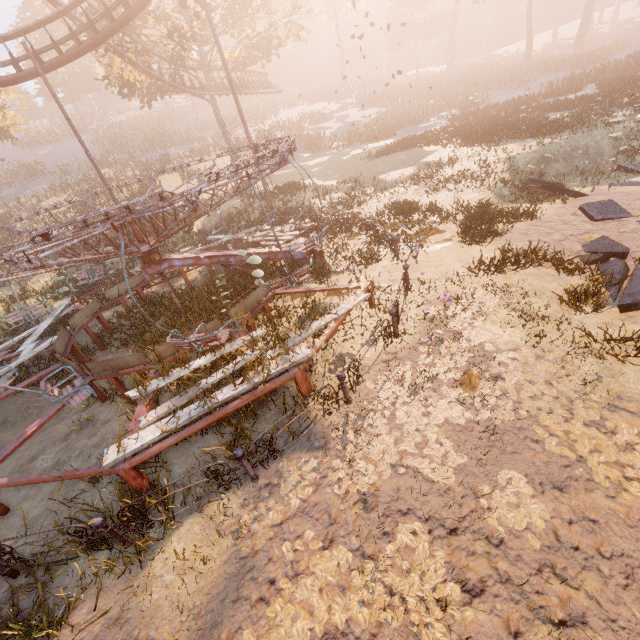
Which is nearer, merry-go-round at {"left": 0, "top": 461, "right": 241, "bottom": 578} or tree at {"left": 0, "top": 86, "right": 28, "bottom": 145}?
merry-go-round at {"left": 0, "top": 461, "right": 241, "bottom": 578}

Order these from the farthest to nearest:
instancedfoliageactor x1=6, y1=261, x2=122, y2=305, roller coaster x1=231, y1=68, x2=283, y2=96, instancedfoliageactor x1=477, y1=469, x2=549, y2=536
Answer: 1. roller coaster x1=231, y1=68, x2=283, y2=96
2. instancedfoliageactor x1=6, y1=261, x2=122, y2=305
3. instancedfoliageactor x1=477, y1=469, x2=549, y2=536

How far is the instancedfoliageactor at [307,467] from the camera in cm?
457

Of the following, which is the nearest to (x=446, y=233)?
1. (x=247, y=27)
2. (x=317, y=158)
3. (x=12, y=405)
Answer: (x=12, y=405)

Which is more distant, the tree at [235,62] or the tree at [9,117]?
the tree at [9,117]

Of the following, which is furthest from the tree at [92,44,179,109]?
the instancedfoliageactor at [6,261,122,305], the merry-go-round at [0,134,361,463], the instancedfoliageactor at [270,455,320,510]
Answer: the instancedfoliageactor at [270,455,320,510]

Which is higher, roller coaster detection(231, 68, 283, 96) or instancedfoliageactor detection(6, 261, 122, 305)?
roller coaster detection(231, 68, 283, 96)

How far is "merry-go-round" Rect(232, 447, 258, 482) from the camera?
4.6m
